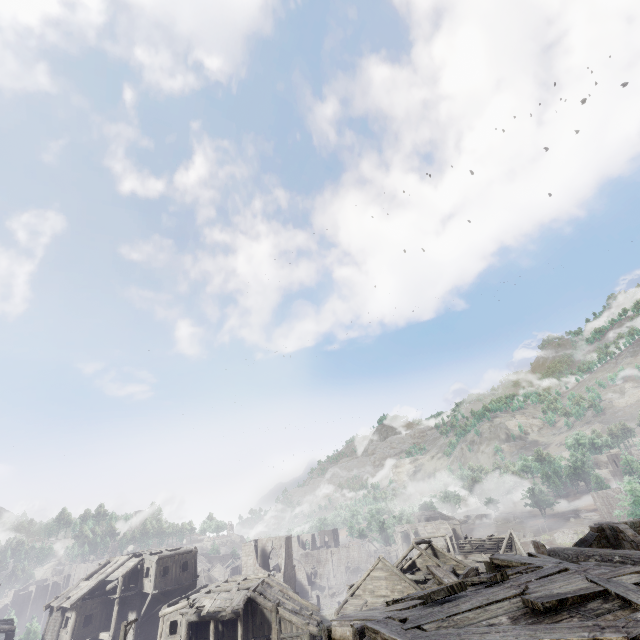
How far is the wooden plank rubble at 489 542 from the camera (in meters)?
48.44

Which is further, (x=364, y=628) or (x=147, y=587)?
(x=147, y=587)

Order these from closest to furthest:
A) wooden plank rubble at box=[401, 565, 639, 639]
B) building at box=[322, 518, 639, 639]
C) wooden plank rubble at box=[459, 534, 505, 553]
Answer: wooden plank rubble at box=[401, 565, 639, 639] → building at box=[322, 518, 639, 639] → wooden plank rubble at box=[459, 534, 505, 553]

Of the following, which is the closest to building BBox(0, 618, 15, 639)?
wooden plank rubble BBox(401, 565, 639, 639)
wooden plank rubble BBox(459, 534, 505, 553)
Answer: wooden plank rubble BBox(459, 534, 505, 553)

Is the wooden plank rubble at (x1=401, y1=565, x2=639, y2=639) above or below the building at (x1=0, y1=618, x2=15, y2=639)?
above

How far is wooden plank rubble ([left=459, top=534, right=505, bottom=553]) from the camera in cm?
4844

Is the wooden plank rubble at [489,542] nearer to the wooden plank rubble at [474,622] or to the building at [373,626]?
the building at [373,626]
